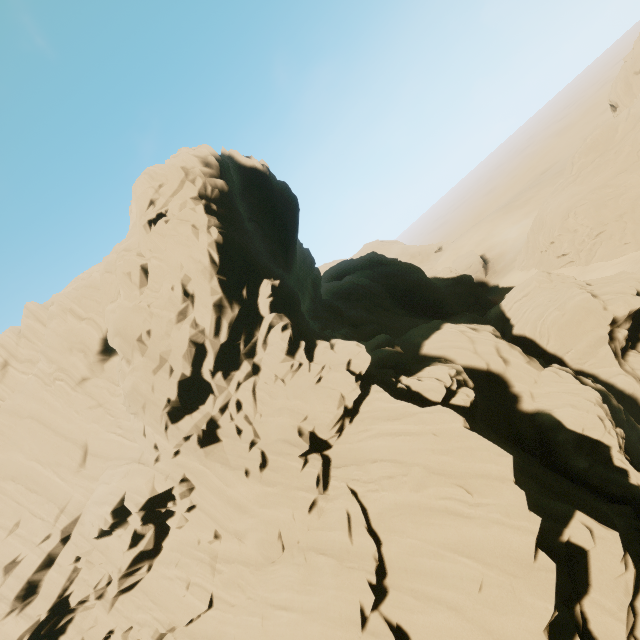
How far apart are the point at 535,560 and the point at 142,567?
20.5 meters
